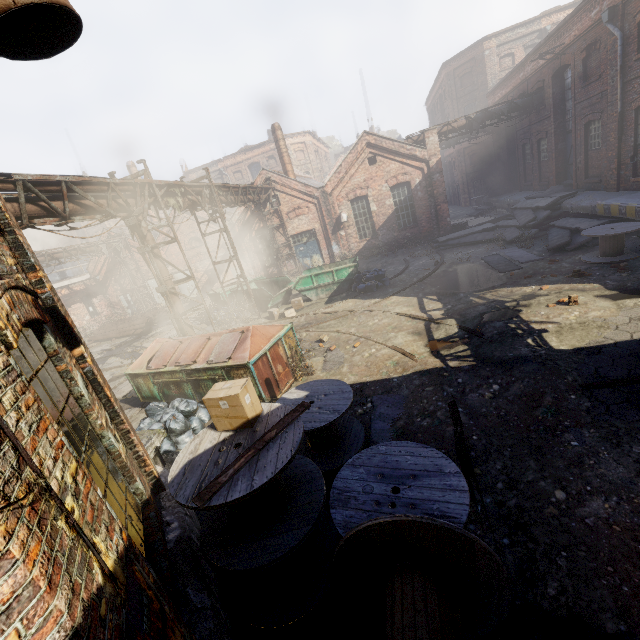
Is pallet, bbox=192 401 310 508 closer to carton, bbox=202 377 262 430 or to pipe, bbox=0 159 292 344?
carton, bbox=202 377 262 430

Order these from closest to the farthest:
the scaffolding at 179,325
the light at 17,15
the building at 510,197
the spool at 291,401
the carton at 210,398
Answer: the light at 17,15
the spool at 291,401
the carton at 210,398
the scaffolding at 179,325
the building at 510,197

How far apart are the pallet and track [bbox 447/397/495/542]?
2.5 meters

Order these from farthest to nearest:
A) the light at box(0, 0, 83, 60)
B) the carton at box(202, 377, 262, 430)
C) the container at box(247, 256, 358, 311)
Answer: the container at box(247, 256, 358, 311) < the carton at box(202, 377, 262, 430) < the light at box(0, 0, 83, 60)

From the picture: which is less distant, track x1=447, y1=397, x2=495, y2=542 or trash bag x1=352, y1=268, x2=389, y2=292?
track x1=447, y1=397, x2=495, y2=542

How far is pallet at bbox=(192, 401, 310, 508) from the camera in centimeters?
302cm

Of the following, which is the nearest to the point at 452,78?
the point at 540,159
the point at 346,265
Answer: the point at 540,159

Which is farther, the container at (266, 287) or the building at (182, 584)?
the container at (266, 287)
